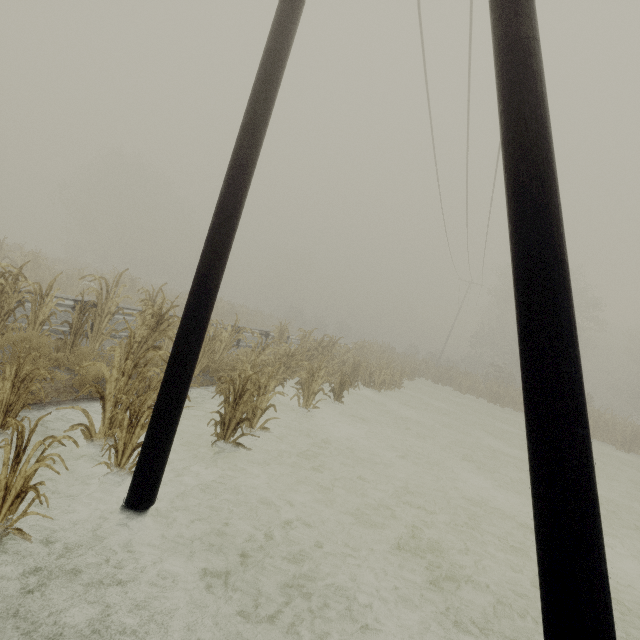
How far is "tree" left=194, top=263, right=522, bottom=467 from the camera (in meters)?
6.09

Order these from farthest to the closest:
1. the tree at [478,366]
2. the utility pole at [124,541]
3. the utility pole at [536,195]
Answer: the tree at [478,366] → the utility pole at [124,541] → the utility pole at [536,195]

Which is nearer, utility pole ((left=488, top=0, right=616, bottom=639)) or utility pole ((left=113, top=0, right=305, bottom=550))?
utility pole ((left=488, top=0, right=616, bottom=639))

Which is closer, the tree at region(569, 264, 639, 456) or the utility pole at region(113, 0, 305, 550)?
the utility pole at region(113, 0, 305, 550)

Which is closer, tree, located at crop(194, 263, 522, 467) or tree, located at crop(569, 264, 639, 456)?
tree, located at crop(194, 263, 522, 467)

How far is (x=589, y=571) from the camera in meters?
1.4 m

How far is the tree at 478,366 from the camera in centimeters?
609cm

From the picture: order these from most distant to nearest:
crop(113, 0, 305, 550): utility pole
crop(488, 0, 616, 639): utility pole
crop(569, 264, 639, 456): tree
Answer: crop(569, 264, 639, 456): tree < crop(113, 0, 305, 550): utility pole < crop(488, 0, 616, 639): utility pole
